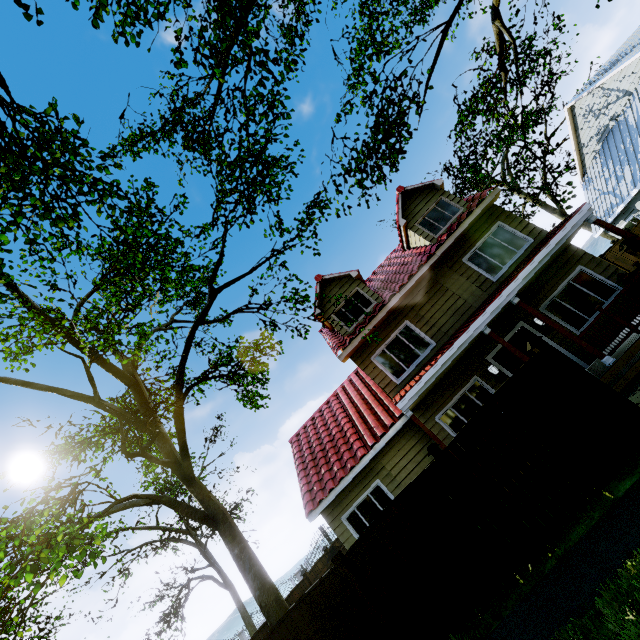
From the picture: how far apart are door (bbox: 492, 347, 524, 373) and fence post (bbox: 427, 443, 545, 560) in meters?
5.6 m

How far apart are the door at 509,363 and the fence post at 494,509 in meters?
Result: 5.6 m

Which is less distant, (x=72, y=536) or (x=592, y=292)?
(x=72, y=536)

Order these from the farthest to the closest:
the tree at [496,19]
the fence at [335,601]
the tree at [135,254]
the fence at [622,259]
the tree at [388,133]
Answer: the fence at [622,259] → the tree at [496,19] → the tree at [388,133] → the tree at [135,254] → the fence at [335,601]

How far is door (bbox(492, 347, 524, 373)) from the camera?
10.4 meters

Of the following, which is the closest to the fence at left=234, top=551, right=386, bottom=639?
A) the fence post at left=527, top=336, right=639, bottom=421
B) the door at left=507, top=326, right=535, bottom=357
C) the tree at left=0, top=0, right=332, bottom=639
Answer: the fence post at left=527, top=336, right=639, bottom=421

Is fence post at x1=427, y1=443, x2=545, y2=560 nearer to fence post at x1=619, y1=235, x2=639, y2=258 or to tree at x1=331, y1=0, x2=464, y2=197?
tree at x1=331, y1=0, x2=464, y2=197

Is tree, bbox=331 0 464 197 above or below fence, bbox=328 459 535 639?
above
